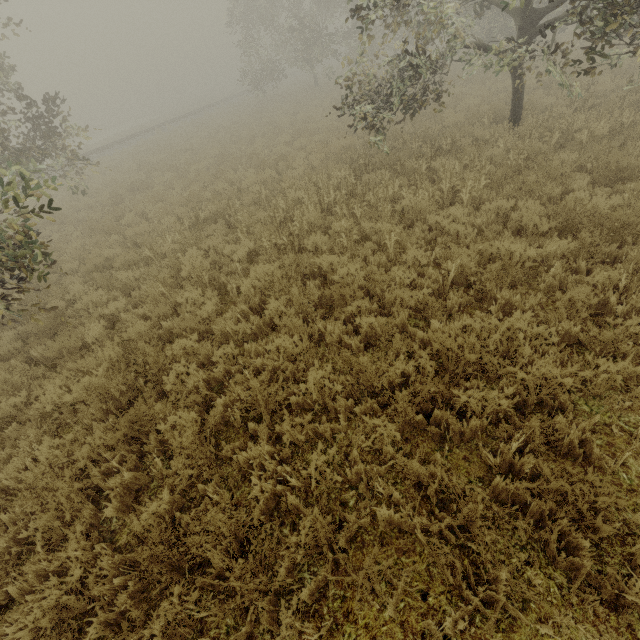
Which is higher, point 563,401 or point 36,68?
point 36,68

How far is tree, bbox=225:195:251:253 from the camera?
7.69m

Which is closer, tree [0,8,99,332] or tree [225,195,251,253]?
tree [0,8,99,332]

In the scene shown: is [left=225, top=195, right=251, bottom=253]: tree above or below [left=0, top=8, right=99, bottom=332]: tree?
below

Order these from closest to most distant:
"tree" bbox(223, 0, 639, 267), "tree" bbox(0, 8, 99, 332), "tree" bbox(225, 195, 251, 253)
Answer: "tree" bbox(0, 8, 99, 332) < "tree" bbox(223, 0, 639, 267) < "tree" bbox(225, 195, 251, 253)

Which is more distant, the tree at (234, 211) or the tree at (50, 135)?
the tree at (234, 211)

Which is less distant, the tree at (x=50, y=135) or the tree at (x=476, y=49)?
the tree at (x=50, y=135)
